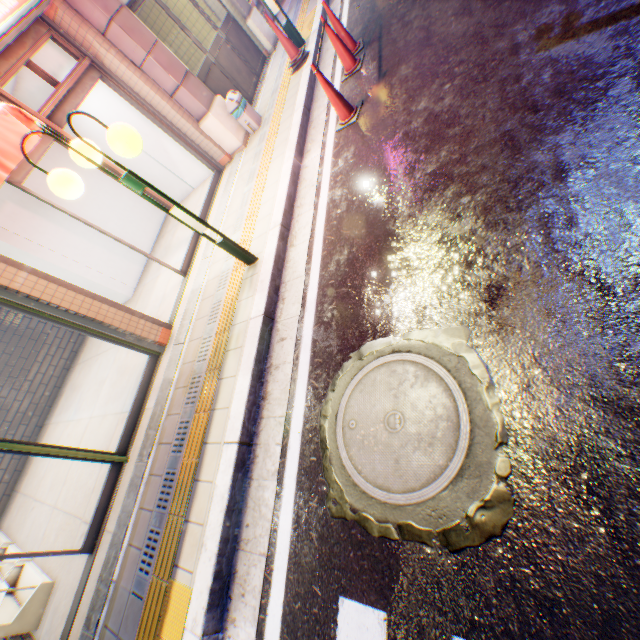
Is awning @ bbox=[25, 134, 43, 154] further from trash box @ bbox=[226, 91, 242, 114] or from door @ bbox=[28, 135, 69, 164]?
trash box @ bbox=[226, 91, 242, 114]

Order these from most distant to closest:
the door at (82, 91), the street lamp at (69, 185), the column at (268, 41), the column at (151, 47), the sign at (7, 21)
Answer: the column at (268, 41) < the column at (151, 47) < the door at (82, 91) < the sign at (7, 21) < the street lamp at (69, 185)

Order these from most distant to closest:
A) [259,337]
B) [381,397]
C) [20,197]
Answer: [20,197] < [259,337] < [381,397]

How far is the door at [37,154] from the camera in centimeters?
439cm

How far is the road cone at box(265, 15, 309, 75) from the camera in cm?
607

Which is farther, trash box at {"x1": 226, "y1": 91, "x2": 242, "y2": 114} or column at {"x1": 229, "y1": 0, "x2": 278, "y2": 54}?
column at {"x1": 229, "y1": 0, "x2": 278, "y2": 54}

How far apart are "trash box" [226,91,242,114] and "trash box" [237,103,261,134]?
0.11m

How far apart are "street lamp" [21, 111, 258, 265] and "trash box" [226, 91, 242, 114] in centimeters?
373cm
